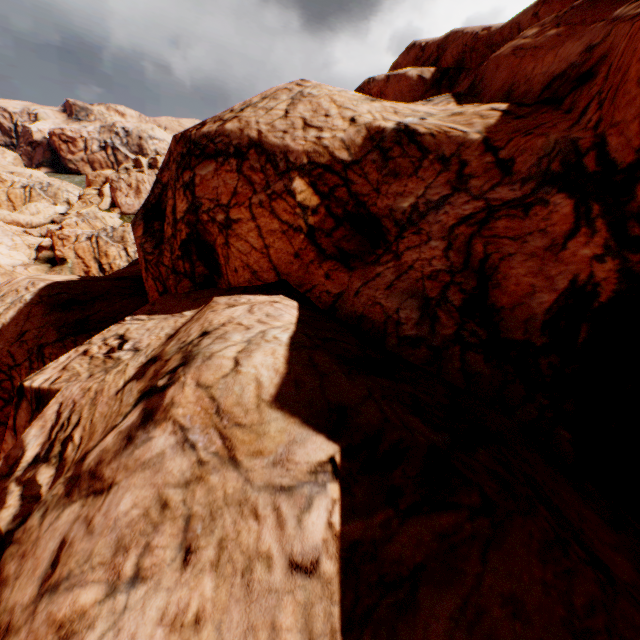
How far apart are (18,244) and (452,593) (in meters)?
54.17
